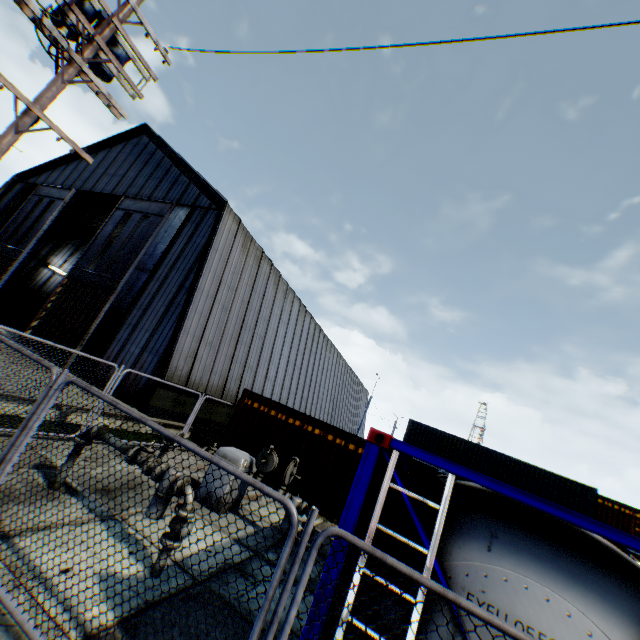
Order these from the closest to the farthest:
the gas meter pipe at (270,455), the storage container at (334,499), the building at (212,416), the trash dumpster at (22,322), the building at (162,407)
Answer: the gas meter pipe at (270,455), the storage container at (334,499), the building at (162,407), the building at (212,416), the trash dumpster at (22,322)

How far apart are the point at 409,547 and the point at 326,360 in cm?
3173

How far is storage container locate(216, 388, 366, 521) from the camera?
11.53m

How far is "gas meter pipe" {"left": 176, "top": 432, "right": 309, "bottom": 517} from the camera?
7.7 meters

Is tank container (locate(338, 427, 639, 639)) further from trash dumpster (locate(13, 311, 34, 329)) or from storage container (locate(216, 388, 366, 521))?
trash dumpster (locate(13, 311, 34, 329))

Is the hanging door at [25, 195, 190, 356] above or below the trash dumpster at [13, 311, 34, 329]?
above

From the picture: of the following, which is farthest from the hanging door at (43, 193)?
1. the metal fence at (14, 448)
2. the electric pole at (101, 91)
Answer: the electric pole at (101, 91)

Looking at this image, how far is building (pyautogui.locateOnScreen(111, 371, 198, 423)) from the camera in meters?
13.5
